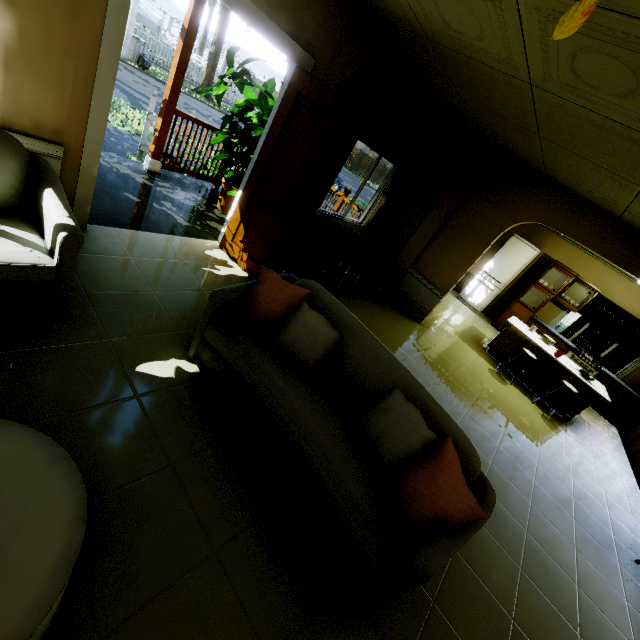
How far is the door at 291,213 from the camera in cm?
304

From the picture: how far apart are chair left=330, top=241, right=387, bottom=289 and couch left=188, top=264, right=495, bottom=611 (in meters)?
2.29

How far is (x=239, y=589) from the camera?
1.5 meters

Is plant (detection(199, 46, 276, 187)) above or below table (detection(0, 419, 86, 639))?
above

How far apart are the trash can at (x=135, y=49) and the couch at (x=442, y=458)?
17.72m

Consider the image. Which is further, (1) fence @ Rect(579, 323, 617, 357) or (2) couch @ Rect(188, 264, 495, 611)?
(1) fence @ Rect(579, 323, 617, 357)

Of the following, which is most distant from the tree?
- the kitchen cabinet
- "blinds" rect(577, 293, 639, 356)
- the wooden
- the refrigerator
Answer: "blinds" rect(577, 293, 639, 356)

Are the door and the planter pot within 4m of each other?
yes
